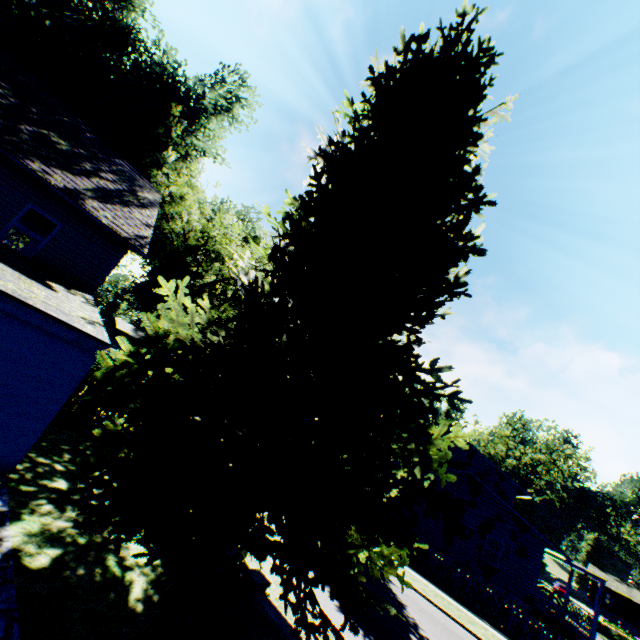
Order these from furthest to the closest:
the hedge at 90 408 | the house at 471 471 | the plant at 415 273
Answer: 1. the house at 471 471
2. the hedge at 90 408
3. the plant at 415 273

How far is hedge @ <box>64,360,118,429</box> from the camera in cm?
1237

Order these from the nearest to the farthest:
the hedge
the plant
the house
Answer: the plant, the hedge, the house

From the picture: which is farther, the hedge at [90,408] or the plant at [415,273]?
the hedge at [90,408]

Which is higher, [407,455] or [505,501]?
[505,501]

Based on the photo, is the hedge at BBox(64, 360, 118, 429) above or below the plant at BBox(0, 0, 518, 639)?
below

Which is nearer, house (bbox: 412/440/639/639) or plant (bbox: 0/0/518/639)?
plant (bbox: 0/0/518/639)

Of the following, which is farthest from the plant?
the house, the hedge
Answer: the hedge
